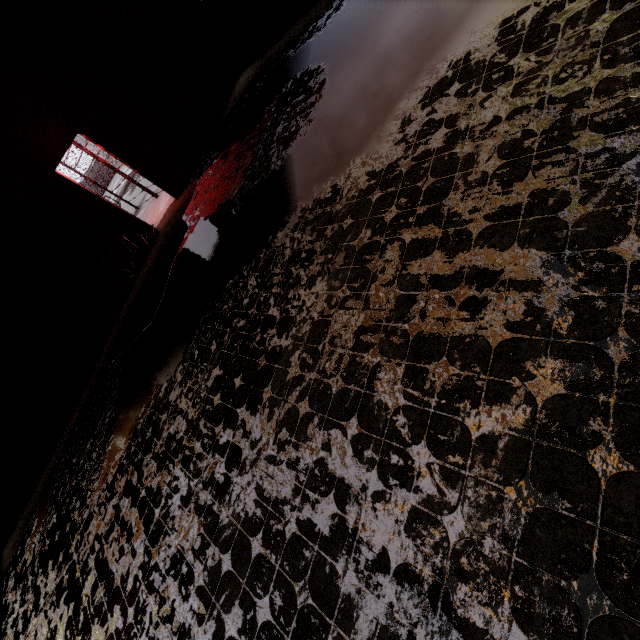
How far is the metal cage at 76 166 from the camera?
8.5 meters

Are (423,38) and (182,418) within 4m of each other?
no

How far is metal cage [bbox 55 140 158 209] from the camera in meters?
8.5 m
